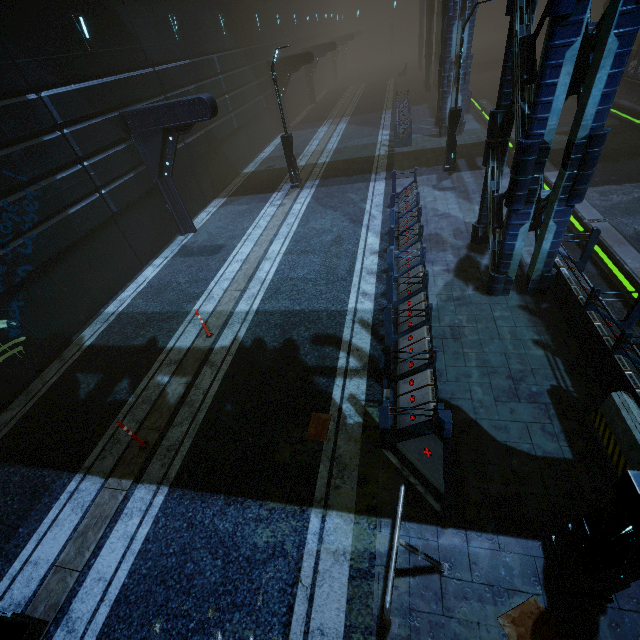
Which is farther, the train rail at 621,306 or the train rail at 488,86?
the train rail at 488,86

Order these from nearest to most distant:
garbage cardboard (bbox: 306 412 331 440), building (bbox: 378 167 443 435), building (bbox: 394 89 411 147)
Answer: building (bbox: 378 167 443 435)
garbage cardboard (bbox: 306 412 331 440)
building (bbox: 394 89 411 147)

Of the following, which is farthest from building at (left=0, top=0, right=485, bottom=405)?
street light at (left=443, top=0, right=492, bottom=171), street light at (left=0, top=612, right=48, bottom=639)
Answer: street light at (left=443, top=0, right=492, bottom=171)

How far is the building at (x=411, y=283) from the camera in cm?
564

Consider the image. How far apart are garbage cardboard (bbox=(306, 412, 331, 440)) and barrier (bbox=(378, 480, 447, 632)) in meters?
1.0 m

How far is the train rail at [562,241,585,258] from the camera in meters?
10.4

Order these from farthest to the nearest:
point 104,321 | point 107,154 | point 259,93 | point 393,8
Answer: point 393,8, point 259,93, point 107,154, point 104,321
